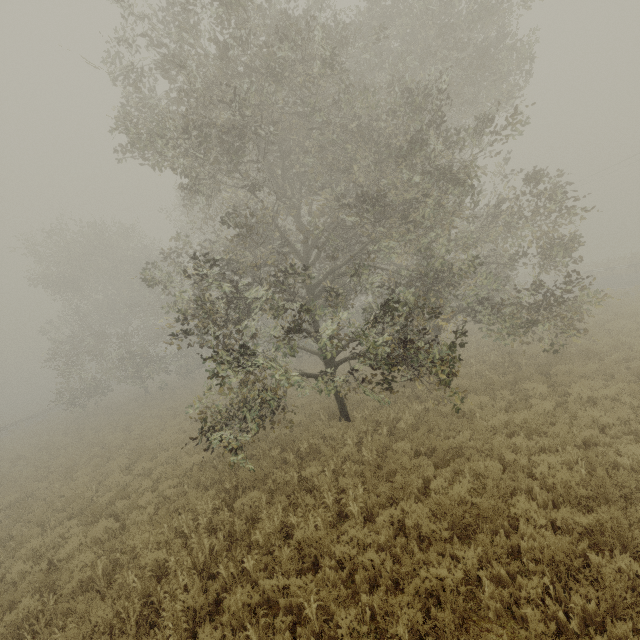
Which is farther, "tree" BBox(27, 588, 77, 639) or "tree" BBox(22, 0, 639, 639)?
"tree" BBox(22, 0, 639, 639)

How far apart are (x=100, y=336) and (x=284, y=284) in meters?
30.4 m

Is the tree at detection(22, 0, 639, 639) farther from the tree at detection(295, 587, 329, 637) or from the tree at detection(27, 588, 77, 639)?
the tree at detection(295, 587, 329, 637)

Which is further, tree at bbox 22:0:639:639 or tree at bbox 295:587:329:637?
tree at bbox 22:0:639:639

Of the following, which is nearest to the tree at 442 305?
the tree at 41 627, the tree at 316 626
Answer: the tree at 41 627

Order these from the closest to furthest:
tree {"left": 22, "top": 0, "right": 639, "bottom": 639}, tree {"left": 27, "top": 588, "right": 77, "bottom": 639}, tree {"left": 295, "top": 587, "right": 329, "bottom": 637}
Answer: tree {"left": 295, "top": 587, "right": 329, "bottom": 637} → tree {"left": 27, "top": 588, "right": 77, "bottom": 639} → tree {"left": 22, "top": 0, "right": 639, "bottom": 639}
